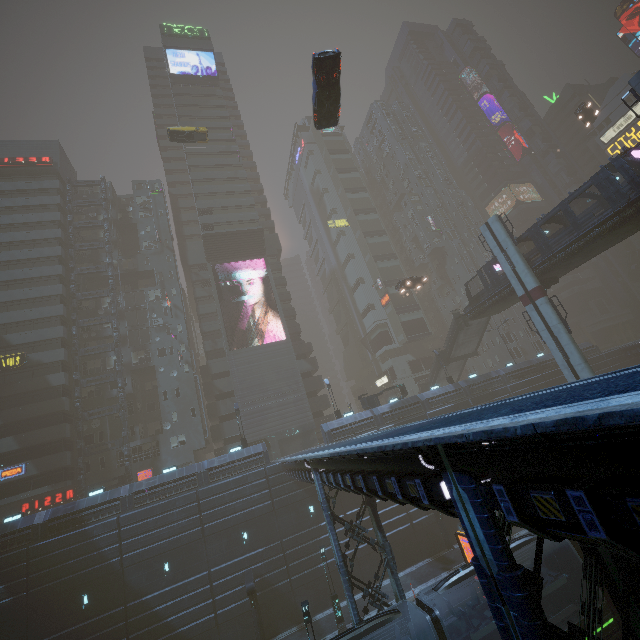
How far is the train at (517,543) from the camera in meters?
15.8

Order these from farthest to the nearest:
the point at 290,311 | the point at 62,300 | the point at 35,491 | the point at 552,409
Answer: the point at 290,311
the point at 62,300
the point at 35,491
the point at 552,409

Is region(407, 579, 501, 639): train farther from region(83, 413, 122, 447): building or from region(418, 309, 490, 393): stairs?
region(418, 309, 490, 393): stairs

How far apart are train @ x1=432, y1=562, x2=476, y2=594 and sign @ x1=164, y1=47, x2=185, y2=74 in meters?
79.1 m

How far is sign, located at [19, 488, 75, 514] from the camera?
33.9 meters

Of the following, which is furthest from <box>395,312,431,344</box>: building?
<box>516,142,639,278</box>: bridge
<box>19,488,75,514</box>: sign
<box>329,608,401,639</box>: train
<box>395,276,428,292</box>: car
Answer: <box>516,142,639,278</box>: bridge

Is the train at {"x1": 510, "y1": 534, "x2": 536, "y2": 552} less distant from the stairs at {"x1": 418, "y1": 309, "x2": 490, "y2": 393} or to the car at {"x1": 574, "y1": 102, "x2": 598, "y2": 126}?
the stairs at {"x1": 418, "y1": 309, "x2": 490, "y2": 393}

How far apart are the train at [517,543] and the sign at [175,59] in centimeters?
7913cm
